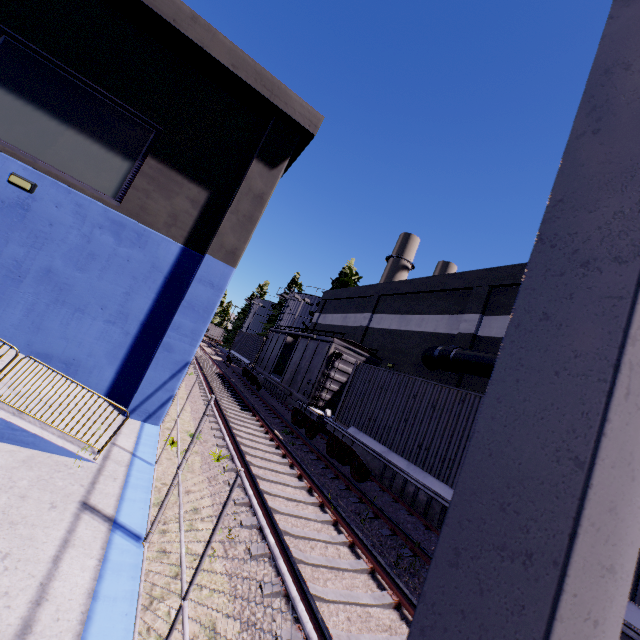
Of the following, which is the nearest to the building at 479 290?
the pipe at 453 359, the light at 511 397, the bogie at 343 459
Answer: the pipe at 453 359

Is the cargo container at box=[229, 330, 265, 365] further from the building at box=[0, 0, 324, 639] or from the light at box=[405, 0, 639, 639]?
the light at box=[405, 0, 639, 639]

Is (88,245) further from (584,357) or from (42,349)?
(584,357)

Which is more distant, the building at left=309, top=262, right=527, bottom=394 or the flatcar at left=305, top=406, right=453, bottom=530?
the building at left=309, top=262, right=527, bottom=394

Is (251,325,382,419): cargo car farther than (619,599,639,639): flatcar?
Yes

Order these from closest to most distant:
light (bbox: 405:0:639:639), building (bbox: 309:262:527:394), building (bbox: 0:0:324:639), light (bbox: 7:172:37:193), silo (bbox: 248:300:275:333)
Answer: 1. light (bbox: 405:0:639:639)
2. building (bbox: 0:0:324:639)
3. light (bbox: 7:172:37:193)
4. building (bbox: 309:262:527:394)
5. silo (bbox: 248:300:275:333)

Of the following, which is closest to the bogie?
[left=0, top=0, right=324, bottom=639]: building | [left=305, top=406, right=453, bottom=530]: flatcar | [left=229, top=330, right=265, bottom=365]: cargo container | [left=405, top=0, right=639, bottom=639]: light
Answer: [left=305, top=406, right=453, bottom=530]: flatcar

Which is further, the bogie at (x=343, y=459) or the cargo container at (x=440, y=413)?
the bogie at (x=343, y=459)
